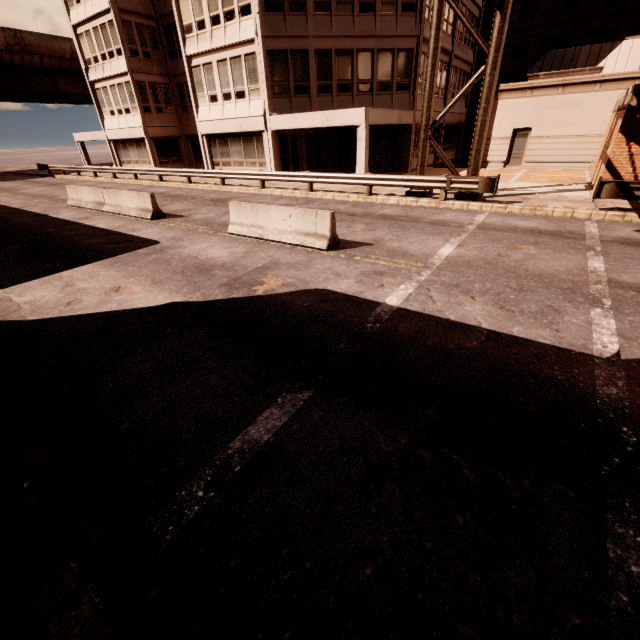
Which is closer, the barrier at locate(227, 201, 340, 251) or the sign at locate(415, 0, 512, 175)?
the barrier at locate(227, 201, 340, 251)

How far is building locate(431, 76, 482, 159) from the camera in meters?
27.0

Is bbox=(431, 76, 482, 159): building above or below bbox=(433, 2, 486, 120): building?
below

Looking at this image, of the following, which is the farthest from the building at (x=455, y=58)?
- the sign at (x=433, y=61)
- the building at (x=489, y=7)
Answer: the sign at (x=433, y=61)

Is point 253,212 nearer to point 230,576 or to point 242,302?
point 242,302

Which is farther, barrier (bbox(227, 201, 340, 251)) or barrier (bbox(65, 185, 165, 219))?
barrier (bbox(65, 185, 165, 219))

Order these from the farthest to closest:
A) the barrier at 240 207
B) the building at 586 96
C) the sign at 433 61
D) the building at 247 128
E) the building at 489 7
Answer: the building at 489 7, the building at 586 96, the building at 247 128, the sign at 433 61, the barrier at 240 207

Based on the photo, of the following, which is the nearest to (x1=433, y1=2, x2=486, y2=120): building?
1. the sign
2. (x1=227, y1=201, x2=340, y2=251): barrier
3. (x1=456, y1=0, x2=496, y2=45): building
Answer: (x1=456, y1=0, x2=496, y2=45): building
